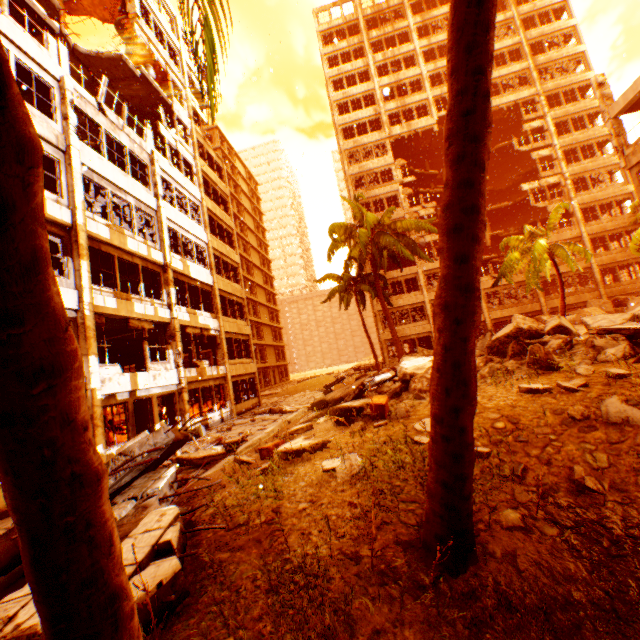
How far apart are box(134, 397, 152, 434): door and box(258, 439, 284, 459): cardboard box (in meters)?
6.38

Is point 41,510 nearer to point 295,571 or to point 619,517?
point 295,571

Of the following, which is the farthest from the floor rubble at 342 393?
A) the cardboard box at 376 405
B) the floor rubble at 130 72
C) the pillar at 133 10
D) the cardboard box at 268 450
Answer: the floor rubble at 130 72

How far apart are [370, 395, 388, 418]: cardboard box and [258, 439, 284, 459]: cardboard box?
2.0m

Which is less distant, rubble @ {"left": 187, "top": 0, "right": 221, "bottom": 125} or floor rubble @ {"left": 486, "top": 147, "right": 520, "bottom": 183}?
rubble @ {"left": 187, "top": 0, "right": 221, "bottom": 125}

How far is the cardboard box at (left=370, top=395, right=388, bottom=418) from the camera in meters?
7.3

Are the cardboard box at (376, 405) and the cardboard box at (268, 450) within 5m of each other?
Result: yes

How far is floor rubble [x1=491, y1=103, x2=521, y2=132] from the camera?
34.00m
